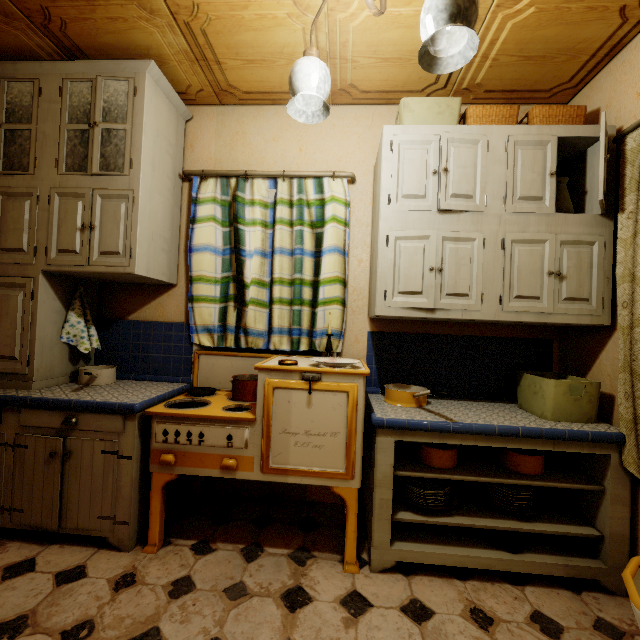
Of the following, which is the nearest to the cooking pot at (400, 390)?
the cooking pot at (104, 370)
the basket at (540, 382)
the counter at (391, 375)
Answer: the counter at (391, 375)

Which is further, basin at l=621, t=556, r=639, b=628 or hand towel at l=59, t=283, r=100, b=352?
hand towel at l=59, t=283, r=100, b=352

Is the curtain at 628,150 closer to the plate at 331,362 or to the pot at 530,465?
the pot at 530,465

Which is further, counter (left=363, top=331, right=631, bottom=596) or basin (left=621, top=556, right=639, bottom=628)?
counter (left=363, top=331, right=631, bottom=596)

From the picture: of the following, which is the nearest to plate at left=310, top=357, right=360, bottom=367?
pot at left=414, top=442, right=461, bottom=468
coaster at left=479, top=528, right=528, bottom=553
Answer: pot at left=414, top=442, right=461, bottom=468

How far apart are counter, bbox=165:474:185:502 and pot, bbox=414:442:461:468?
1.6m

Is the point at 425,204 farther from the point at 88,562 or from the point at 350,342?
the point at 88,562

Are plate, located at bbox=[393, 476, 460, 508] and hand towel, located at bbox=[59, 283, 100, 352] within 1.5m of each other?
no
